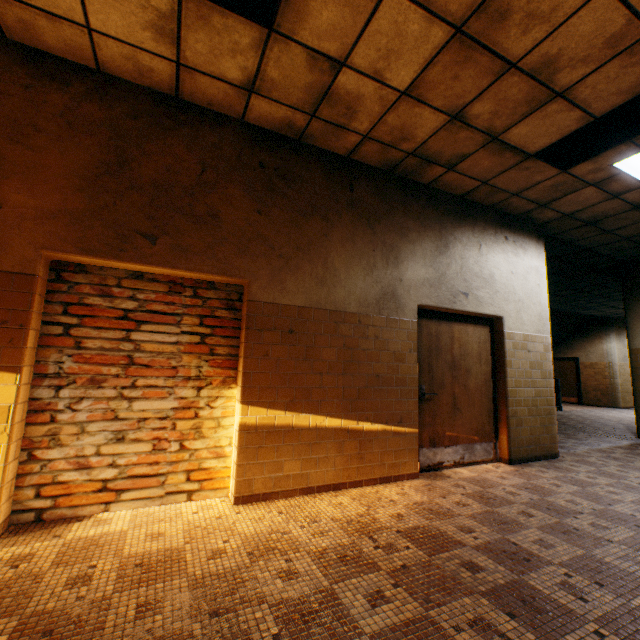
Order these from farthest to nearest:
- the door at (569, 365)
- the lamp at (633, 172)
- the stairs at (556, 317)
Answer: the door at (569, 365) → the stairs at (556, 317) → the lamp at (633, 172)

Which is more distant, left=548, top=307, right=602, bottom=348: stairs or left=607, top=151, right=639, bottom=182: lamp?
left=548, top=307, right=602, bottom=348: stairs

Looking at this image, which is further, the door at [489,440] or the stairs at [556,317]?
the stairs at [556,317]

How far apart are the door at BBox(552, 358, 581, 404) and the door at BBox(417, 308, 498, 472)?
14.12m

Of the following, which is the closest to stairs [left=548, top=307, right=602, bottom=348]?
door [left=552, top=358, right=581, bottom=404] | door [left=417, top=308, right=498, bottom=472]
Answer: door [left=552, top=358, right=581, bottom=404]

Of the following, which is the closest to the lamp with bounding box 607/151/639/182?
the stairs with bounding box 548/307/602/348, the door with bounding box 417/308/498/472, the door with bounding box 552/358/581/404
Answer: the door with bounding box 417/308/498/472

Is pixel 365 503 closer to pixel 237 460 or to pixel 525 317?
pixel 237 460

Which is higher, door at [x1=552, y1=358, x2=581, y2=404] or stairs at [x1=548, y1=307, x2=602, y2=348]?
stairs at [x1=548, y1=307, x2=602, y2=348]
